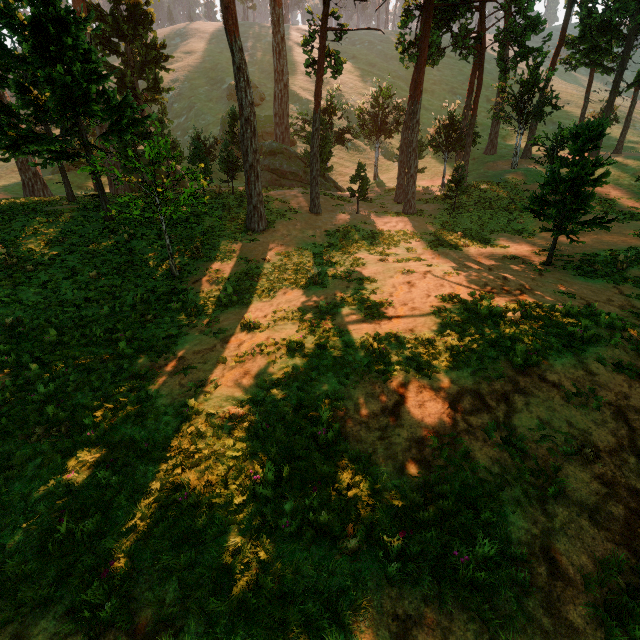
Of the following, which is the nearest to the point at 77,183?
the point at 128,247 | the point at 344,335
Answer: the point at 128,247
